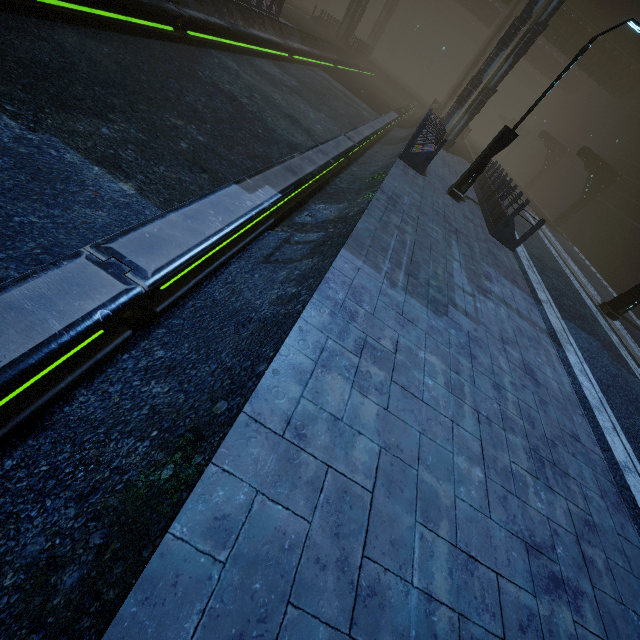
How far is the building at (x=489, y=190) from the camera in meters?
10.4 m

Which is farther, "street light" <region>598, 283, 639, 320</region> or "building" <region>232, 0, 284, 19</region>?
"building" <region>232, 0, 284, 19</region>

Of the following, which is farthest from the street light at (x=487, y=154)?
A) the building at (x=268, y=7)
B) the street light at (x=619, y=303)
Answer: the street light at (x=619, y=303)

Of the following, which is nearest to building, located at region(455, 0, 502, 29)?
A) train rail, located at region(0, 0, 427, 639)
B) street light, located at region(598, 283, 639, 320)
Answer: train rail, located at region(0, 0, 427, 639)

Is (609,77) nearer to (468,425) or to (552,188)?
(552,188)

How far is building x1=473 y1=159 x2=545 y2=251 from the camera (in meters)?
10.41

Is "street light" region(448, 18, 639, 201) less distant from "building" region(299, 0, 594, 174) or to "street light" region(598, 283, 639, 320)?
"building" region(299, 0, 594, 174)
